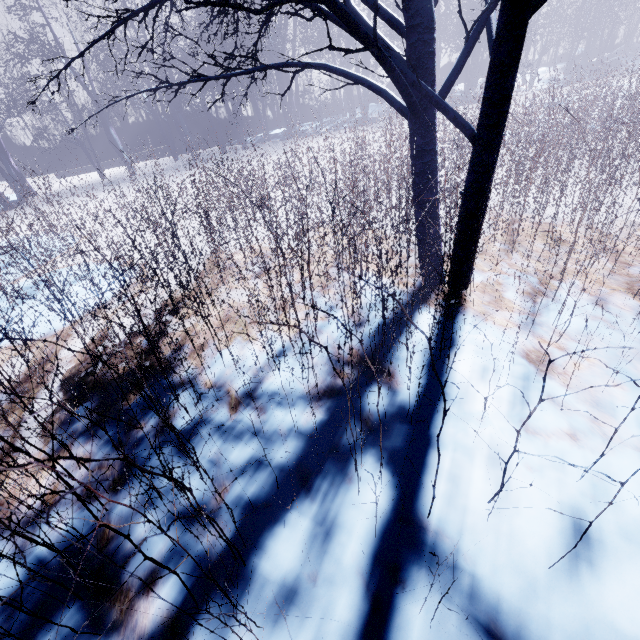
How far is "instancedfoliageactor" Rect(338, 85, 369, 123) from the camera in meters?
6.8 m

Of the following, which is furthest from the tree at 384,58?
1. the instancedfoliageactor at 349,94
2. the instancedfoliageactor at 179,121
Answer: the instancedfoliageactor at 179,121

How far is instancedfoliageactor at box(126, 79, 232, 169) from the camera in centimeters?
1088cm

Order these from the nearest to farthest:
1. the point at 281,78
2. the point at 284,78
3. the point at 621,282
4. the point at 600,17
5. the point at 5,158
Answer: the point at 621,282
the point at 5,158
the point at 281,78
the point at 284,78
the point at 600,17

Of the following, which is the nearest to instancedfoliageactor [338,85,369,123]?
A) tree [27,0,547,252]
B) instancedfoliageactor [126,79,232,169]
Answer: tree [27,0,547,252]

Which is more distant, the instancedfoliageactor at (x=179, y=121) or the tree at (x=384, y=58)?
the instancedfoliageactor at (x=179, y=121)

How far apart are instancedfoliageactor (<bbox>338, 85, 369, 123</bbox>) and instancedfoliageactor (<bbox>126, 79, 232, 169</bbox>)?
7.3m
